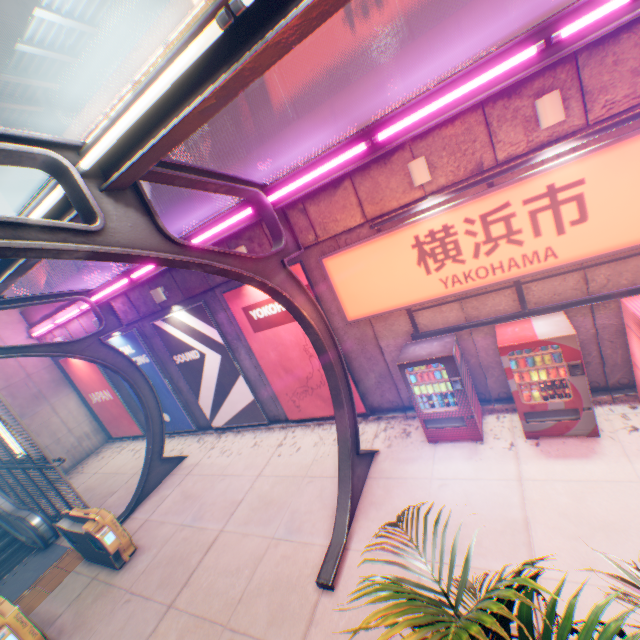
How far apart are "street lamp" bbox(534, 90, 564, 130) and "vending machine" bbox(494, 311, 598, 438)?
3.00m

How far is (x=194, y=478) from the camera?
9.6m

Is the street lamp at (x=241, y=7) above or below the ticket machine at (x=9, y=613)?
above

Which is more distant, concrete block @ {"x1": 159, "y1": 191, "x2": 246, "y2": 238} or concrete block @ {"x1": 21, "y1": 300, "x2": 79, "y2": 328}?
concrete block @ {"x1": 21, "y1": 300, "x2": 79, "y2": 328}

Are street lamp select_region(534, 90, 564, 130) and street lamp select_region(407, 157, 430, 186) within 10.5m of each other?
yes

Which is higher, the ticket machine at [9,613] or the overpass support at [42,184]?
the overpass support at [42,184]

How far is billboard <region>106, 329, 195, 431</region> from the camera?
11.4 meters

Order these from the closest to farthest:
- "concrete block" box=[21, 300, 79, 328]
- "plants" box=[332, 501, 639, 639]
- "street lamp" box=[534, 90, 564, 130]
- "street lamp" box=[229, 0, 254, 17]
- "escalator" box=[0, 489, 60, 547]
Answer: "plants" box=[332, 501, 639, 639]
"street lamp" box=[229, 0, 254, 17]
"street lamp" box=[534, 90, 564, 130]
"escalator" box=[0, 489, 60, 547]
"concrete block" box=[21, 300, 79, 328]
